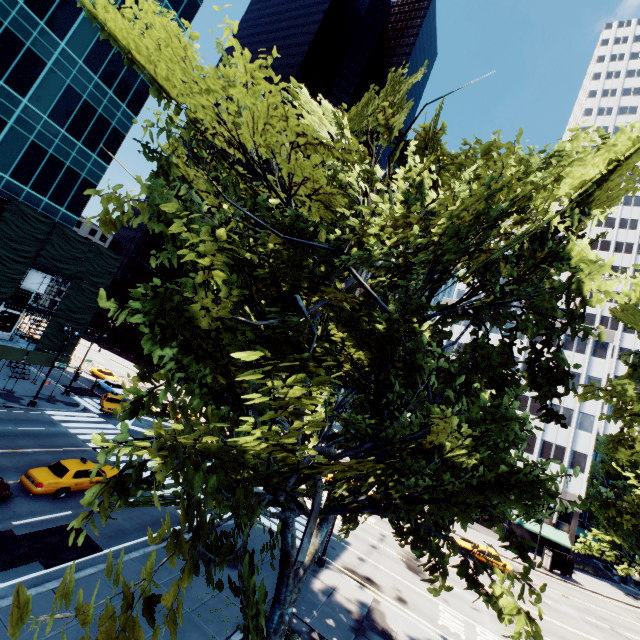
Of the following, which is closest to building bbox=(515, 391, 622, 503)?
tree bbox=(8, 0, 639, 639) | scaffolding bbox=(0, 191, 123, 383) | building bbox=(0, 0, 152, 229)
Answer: tree bbox=(8, 0, 639, 639)

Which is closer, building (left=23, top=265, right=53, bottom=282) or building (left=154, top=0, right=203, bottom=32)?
building (left=23, top=265, right=53, bottom=282)

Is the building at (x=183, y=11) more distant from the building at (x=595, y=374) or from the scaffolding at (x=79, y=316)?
the building at (x=595, y=374)

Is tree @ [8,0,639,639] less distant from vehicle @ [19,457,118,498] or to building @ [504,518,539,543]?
building @ [504,518,539,543]

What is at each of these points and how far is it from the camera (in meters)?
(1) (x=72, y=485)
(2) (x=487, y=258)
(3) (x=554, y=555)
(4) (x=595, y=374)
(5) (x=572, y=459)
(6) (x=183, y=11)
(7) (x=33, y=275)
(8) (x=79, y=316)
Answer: (1) vehicle, 17.58
(2) tree, 7.92
(3) bus stop, 37.72
(4) building, 46.62
(5) building, 44.53
(6) building, 38.22
(7) building, 31.53
(8) scaffolding, 32.69

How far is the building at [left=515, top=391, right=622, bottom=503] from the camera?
43.78m

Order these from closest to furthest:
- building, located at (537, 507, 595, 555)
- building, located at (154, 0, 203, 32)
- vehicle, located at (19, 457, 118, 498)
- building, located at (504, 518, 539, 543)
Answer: vehicle, located at (19, 457, 118, 498) < building, located at (154, 0, 203, 32) < building, located at (537, 507, 595, 555) < building, located at (504, 518, 539, 543)
